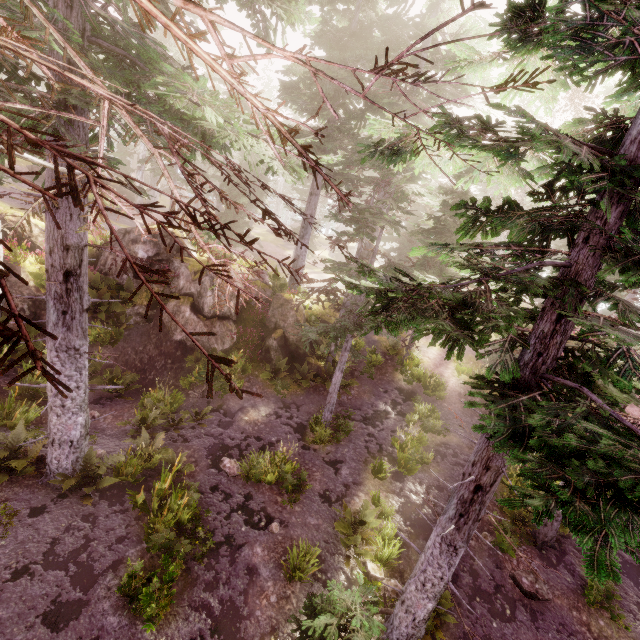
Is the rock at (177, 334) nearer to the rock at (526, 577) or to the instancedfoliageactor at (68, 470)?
the instancedfoliageactor at (68, 470)

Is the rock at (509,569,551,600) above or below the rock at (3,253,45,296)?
below

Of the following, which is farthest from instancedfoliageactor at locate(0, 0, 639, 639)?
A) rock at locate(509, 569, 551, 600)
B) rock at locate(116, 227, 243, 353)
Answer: rock at locate(509, 569, 551, 600)

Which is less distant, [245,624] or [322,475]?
[245,624]

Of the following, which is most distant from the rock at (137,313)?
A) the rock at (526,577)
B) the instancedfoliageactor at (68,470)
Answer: the rock at (526,577)

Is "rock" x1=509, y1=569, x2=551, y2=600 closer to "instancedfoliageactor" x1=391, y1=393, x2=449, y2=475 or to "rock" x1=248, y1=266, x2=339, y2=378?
"instancedfoliageactor" x1=391, y1=393, x2=449, y2=475

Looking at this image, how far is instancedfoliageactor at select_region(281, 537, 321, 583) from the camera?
8.04m

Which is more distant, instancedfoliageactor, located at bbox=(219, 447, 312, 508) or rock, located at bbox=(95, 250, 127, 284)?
rock, located at bbox=(95, 250, 127, 284)
